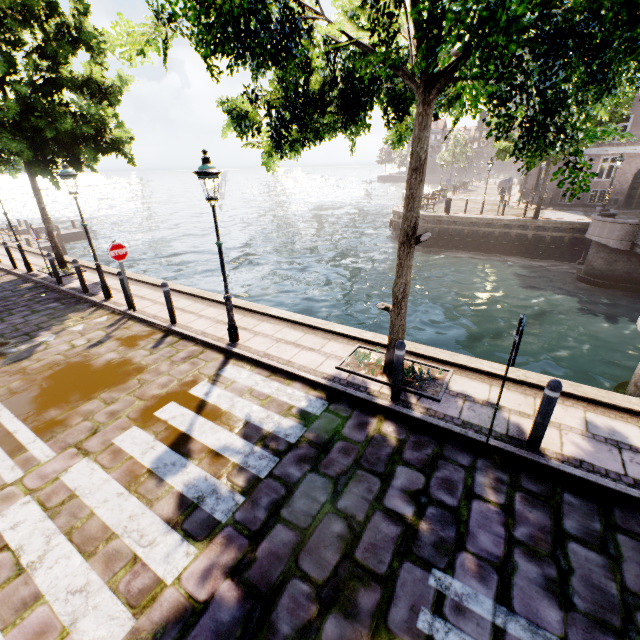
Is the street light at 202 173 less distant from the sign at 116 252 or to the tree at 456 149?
the sign at 116 252

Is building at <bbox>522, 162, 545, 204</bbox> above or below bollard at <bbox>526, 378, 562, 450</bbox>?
above

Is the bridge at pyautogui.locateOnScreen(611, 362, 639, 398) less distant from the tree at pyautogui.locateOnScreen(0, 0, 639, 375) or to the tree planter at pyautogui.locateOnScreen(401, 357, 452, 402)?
the tree at pyautogui.locateOnScreen(0, 0, 639, 375)

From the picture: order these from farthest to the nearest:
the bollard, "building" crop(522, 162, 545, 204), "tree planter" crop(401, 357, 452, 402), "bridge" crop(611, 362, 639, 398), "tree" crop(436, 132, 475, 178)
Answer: "tree" crop(436, 132, 475, 178)
"building" crop(522, 162, 545, 204)
"bridge" crop(611, 362, 639, 398)
"tree planter" crop(401, 357, 452, 402)
the bollard

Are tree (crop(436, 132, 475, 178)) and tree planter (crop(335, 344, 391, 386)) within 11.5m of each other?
no

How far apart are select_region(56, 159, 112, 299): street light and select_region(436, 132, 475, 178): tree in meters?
52.8 m

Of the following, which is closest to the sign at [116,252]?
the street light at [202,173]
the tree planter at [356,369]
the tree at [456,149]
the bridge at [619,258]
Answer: the street light at [202,173]

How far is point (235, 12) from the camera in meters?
3.2
